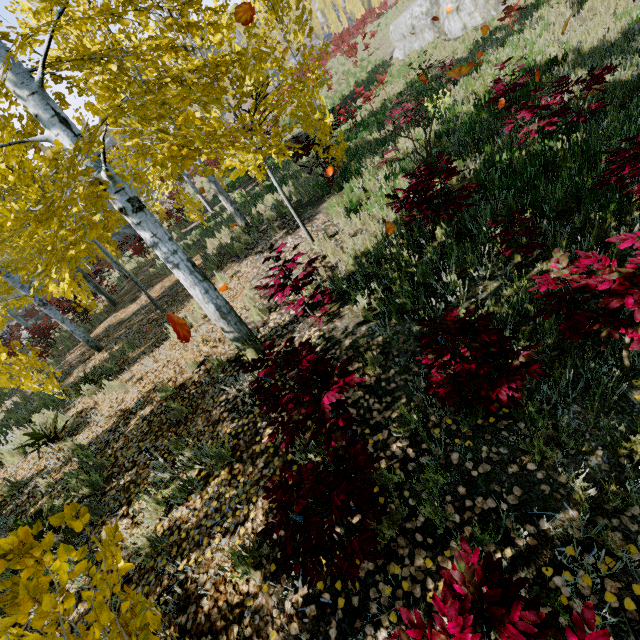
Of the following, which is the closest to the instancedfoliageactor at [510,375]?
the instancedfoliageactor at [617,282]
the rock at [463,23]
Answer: the instancedfoliageactor at [617,282]

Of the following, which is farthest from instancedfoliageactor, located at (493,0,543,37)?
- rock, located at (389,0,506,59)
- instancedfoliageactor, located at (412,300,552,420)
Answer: rock, located at (389,0,506,59)

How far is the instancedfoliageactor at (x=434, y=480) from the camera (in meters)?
2.46

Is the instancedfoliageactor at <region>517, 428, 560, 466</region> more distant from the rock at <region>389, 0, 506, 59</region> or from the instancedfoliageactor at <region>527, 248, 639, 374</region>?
the rock at <region>389, 0, 506, 59</region>

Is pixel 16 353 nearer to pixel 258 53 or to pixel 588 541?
pixel 258 53

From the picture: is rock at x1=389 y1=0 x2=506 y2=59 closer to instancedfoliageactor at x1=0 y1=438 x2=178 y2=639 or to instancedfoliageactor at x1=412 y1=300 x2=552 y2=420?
instancedfoliageactor at x1=0 y1=438 x2=178 y2=639

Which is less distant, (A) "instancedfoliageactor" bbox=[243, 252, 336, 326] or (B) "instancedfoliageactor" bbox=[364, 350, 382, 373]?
(B) "instancedfoliageactor" bbox=[364, 350, 382, 373]

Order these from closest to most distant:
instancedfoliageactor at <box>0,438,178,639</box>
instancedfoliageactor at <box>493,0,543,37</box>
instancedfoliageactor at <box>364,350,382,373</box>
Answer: instancedfoliageactor at <box>0,438,178,639</box>, instancedfoliageactor at <box>364,350,382,373</box>, instancedfoliageactor at <box>493,0,543,37</box>
